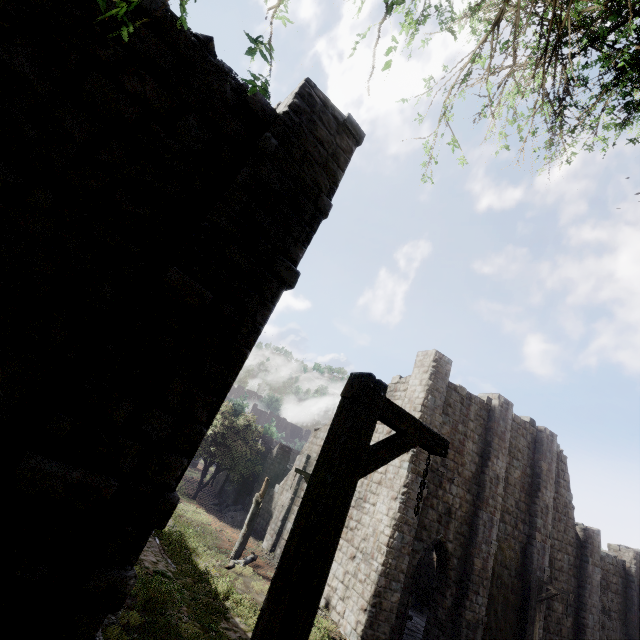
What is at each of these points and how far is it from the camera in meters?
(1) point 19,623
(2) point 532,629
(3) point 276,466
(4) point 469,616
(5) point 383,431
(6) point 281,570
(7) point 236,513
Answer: (1) building, 2.5
(2) wooden lamp post, 13.0
(3) building, 25.9
(4) building, 13.8
(5) building, 17.0
(6) wooden lamp post, 2.5
(7) rubble, 24.1

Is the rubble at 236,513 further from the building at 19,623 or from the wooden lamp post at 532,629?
the wooden lamp post at 532,629

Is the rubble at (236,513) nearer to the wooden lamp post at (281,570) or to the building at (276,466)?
the building at (276,466)

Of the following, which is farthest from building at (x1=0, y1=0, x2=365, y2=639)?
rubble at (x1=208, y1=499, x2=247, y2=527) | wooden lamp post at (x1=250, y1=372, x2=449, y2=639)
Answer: wooden lamp post at (x1=250, y1=372, x2=449, y2=639)

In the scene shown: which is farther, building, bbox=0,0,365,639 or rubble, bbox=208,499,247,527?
rubble, bbox=208,499,247,527

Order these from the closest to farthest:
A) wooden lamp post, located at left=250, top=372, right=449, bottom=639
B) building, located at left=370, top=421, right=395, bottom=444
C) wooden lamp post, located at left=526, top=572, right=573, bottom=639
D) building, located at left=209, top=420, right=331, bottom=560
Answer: wooden lamp post, located at left=250, top=372, right=449, bottom=639 → wooden lamp post, located at left=526, top=572, right=573, bottom=639 → building, located at left=370, top=421, right=395, bottom=444 → building, located at left=209, top=420, right=331, bottom=560

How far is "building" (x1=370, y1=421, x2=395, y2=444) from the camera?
16.60m

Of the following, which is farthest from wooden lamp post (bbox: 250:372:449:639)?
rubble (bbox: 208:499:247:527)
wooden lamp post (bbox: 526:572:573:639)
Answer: rubble (bbox: 208:499:247:527)
